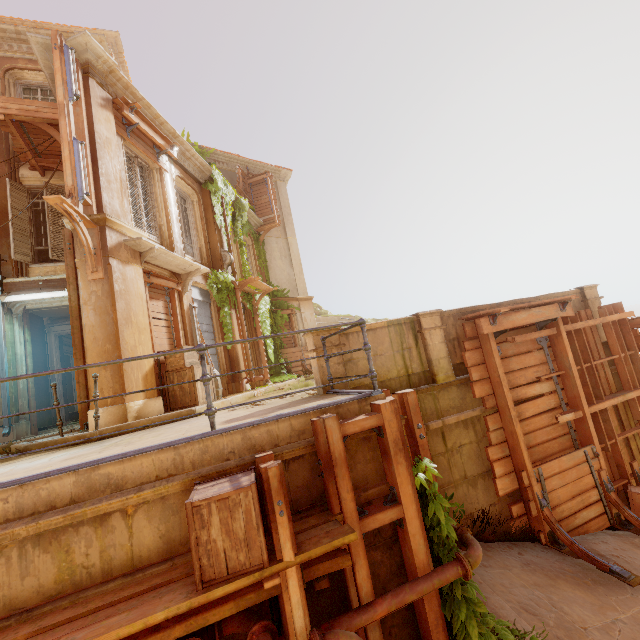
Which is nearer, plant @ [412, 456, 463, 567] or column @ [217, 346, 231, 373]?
plant @ [412, 456, 463, 567]

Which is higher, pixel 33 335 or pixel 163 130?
pixel 163 130

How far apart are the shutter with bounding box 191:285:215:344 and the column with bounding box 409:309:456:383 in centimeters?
678cm

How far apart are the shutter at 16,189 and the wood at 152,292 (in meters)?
4.13

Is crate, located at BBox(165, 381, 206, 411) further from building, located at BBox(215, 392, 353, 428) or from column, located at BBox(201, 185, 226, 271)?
column, located at BBox(201, 185, 226, 271)

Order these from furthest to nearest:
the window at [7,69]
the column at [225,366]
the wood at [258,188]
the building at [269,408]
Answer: the wood at [258,188], the column at [225,366], the window at [7,69], the building at [269,408]

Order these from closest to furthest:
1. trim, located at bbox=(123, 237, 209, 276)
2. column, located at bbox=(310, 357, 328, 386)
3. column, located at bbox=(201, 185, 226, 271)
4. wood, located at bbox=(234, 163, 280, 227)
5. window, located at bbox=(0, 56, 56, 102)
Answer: column, located at bbox=(310, 357, 328, 386), trim, located at bbox=(123, 237, 209, 276), window, located at bbox=(0, 56, 56, 102), column, located at bbox=(201, 185, 226, 271), wood, located at bbox=(234, 163, 280, 227)

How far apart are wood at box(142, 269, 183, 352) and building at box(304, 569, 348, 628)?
6.3m
